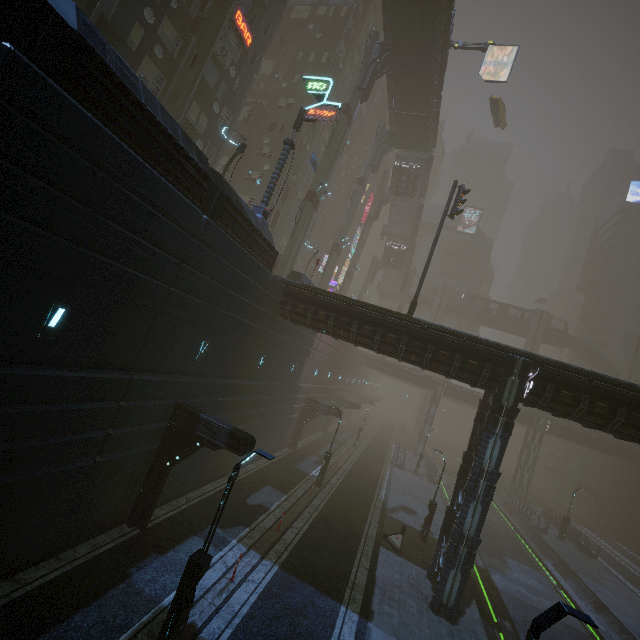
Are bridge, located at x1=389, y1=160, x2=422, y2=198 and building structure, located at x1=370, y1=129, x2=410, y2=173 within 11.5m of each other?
yes

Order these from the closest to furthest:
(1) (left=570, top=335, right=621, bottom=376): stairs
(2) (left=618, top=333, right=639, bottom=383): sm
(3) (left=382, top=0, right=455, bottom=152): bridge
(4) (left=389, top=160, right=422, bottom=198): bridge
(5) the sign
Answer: (5) the sign, (3) (left=382, top=0, right=455, bottom=152): bridge, (4) (left=389, top=160, right=422, bottom=198): bridge, (2) (left=618, top=333, right=639, bottom=383): sm, (1) (left=570, top=335, right=621, bottom=376): stairs

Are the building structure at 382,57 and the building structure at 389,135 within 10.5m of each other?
yes

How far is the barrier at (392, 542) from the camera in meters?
18.0 m

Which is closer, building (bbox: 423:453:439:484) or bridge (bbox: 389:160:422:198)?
building (bbox: 423:453:439:484)

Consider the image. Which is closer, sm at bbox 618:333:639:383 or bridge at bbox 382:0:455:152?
bridge at bbox 382:0:455:152

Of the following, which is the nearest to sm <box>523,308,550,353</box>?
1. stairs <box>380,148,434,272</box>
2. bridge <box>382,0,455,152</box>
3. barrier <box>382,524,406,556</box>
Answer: stairs <box>380,148,434,272</box>

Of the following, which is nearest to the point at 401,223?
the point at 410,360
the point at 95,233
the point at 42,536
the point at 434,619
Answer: the point at 410,360
